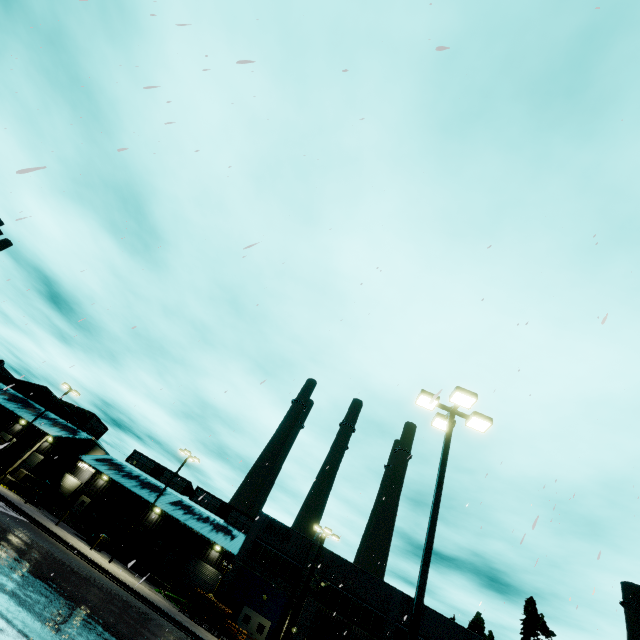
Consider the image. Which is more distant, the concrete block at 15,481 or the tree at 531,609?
the concrete block at 15,481

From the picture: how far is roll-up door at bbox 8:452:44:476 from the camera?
38.8m

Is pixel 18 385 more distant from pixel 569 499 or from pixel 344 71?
pixel 569 499

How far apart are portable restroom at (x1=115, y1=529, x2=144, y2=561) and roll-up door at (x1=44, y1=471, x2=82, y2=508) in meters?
11.8

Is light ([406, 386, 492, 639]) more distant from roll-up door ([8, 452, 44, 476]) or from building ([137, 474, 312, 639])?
roll-up door ([8, 452, 44, 476])

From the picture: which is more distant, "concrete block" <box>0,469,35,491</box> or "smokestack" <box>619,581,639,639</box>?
"smokestack" <box>619,581,639,639</box>

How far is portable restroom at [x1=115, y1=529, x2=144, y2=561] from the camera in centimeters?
3434cm

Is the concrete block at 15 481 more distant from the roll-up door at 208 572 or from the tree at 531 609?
the tree at 531 609
